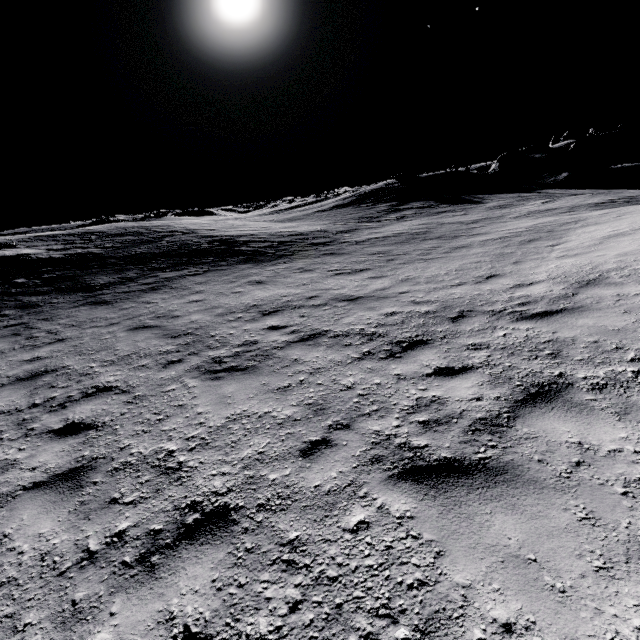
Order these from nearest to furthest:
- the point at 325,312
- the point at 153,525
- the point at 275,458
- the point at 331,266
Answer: the point at 153,525
the point at 275,458
the point at 325,312
the point at 331,266

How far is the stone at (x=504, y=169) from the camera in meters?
32.7

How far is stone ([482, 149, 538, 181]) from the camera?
32.7m
